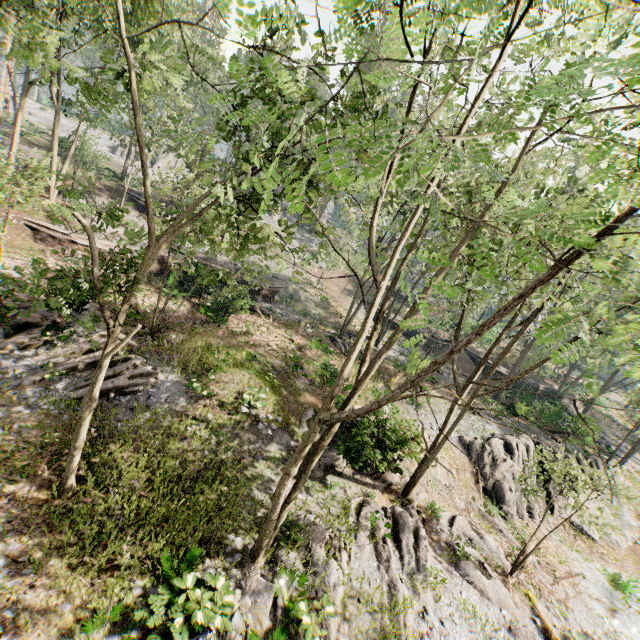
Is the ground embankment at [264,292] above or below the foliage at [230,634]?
above

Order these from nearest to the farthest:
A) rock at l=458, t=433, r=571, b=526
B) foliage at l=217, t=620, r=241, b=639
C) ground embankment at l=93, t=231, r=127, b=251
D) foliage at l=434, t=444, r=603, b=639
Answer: foliage at l=217, t=620, r=241, b=639
foliage at l=434, t=444, r=603, b=639
rock at l=458, t=433, r=571, b=526
ground embankment at l=93, t=231, r=127, b=251

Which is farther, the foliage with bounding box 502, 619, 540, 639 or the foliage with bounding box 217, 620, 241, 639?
the foliage with bounding box 502, 619, 540, 639

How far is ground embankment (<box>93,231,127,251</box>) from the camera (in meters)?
22.33

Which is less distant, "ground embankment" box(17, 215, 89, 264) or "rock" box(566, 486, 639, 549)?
"ground embankment" box(17, 215, 89, 264)

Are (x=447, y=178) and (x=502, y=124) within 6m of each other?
yes

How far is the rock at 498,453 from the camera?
19.0 meters
